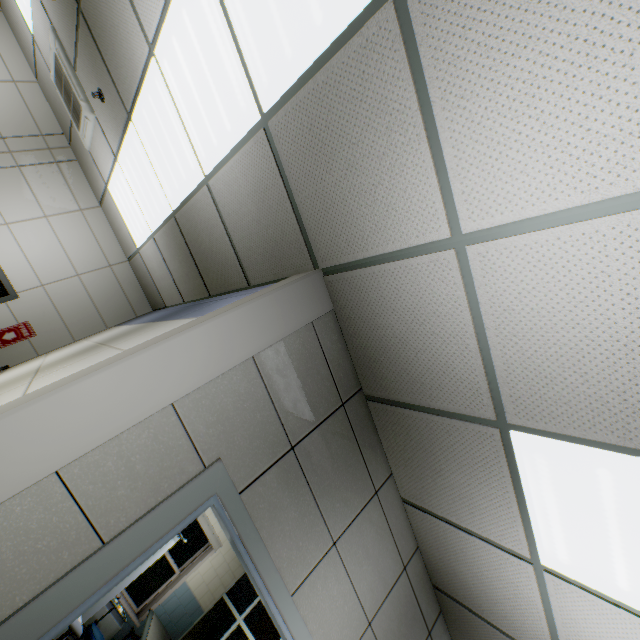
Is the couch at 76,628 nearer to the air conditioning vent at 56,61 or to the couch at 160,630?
the couch at 160,630

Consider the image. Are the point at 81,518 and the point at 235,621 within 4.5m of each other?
no

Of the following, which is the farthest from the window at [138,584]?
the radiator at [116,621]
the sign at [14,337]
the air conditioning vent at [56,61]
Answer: the air conditioning vent at [56,61]

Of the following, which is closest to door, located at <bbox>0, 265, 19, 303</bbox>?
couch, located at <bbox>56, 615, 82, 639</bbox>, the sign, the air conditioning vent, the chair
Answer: the sign

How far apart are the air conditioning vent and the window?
6.64m

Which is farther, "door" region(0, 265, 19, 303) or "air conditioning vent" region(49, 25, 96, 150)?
"door" region(0, 265, 19, 303)

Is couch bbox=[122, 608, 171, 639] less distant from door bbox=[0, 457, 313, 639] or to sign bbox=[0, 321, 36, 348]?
door bbox=[0, 457, 313, 639]

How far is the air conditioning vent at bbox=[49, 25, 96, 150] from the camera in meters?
3.8
